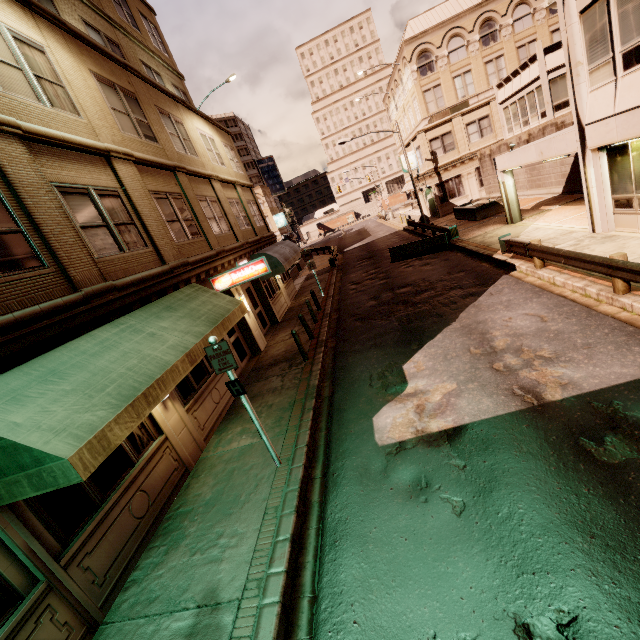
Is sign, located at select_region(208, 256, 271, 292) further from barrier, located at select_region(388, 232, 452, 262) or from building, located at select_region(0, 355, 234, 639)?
barrier, located at select_region(388, 232, 452, 262)

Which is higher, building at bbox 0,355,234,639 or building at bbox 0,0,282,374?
building at bbox 0,0,282,374

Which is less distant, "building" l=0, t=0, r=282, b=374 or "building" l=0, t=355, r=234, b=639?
"building" l=0, t=355, r=234, b=639

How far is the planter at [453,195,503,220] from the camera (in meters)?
22.55

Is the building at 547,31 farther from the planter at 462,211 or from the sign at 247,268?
the sign at 247,268

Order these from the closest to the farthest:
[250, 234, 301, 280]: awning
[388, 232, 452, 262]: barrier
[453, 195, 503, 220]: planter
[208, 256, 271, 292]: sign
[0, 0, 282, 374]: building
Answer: [0, 0, 282, 374]: building < [208, 256, 271, 292]: sign < [250, 234, 301, 280]: awning < [388, 232, 452, 262]: barrier < [453, 195, 503, 220]: planter

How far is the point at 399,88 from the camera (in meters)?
43.56

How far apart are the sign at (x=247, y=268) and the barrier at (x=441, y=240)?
12.00m
